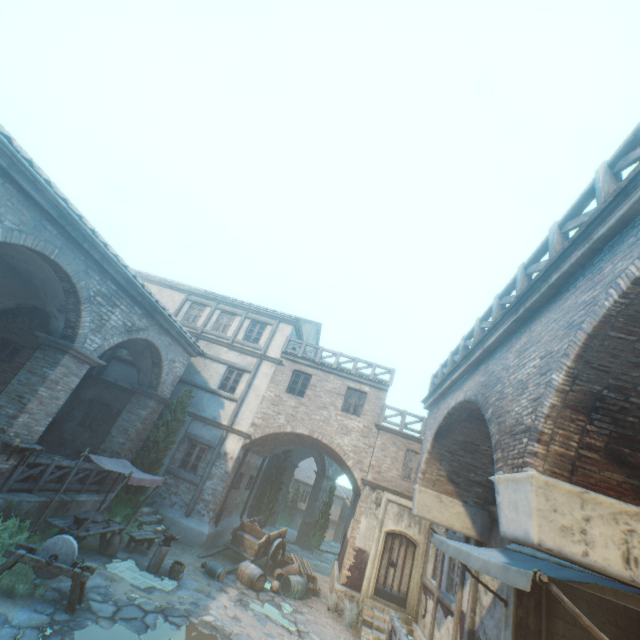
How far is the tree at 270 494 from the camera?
20.4 meters

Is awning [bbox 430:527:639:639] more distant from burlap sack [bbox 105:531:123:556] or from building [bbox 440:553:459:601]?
burlap sack [bbox 105:531:123:556]

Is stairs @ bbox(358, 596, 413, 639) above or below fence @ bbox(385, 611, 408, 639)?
below

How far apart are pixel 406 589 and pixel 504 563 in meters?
11.2 m

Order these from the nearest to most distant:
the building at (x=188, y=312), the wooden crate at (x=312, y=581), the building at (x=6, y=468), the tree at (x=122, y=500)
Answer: the building at (x=6, y=468) < the tree at (x=122, y=500) < the wooden crate at (x=312, y=581) < the building at (x=188, y=312)

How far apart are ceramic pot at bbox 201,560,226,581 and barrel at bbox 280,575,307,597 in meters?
2.7 m

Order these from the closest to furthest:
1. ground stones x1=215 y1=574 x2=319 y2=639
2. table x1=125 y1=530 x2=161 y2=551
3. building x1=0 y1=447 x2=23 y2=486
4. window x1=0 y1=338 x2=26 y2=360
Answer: building x1=0 y1=447 x2=23 y2=486 < ground stones x1=215 y1=574 x2=319 y2=639 < table x1=125 y1=530 x2=161 y2=551 < window x1=0 y1=338 x2=26 y2=360

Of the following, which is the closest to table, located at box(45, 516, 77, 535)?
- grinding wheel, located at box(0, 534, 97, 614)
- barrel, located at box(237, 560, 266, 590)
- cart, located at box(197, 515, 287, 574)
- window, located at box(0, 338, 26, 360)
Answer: grinding wheel, located at box(0, 534, 97, 614)
